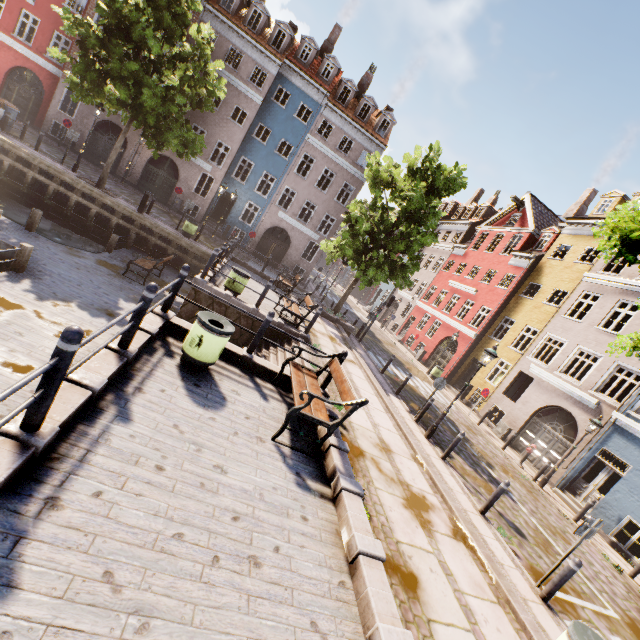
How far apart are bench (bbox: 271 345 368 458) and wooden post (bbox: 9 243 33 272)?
8.0m

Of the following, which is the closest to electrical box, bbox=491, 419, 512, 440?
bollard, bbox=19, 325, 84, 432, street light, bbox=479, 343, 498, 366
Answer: street light, bbox=479, 343, 498, 366

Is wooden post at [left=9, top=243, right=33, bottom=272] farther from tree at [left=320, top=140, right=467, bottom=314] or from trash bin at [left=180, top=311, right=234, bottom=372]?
tree at [left=320, top=140, right=467, bottom=314]

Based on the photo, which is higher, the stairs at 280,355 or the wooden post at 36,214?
the stairs at 280,355

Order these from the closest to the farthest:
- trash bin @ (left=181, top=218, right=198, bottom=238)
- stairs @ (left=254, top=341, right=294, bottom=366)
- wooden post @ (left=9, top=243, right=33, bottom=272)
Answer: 1. wooden post @ (left=9, top=243, right=33, bottom=272)
2. stairs @ (left=254, top=341, right=294, bottom=366)
3. trash bin @ (left=181, top=218, right=198, bottom=238)

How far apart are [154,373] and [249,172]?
24.5 meters

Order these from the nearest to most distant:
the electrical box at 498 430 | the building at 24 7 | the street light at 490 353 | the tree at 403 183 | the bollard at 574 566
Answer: the bollard at 574 566, the street light at 490 353, the tree at 403 183, the electrical box at 498 430, the building at 24 7

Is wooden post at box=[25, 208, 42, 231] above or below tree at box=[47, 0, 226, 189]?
below
